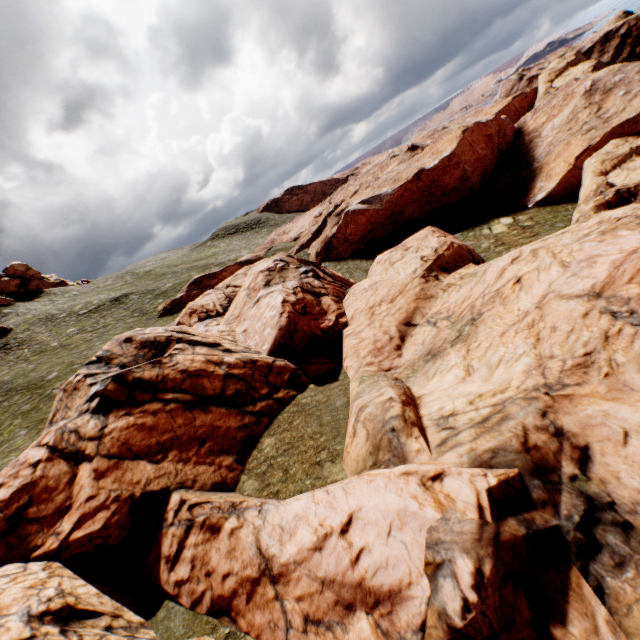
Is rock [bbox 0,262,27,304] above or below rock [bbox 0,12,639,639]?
above

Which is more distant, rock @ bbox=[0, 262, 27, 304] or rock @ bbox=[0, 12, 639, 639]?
rock @ bbox=[0, 262, 27, 304]

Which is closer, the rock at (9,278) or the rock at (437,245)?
the rock at (437,245)

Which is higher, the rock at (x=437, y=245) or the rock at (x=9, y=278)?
the rock at (x=9, y=278)

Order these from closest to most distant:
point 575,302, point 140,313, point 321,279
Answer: A: point 575,302 < point 321,279 < point 140,313
